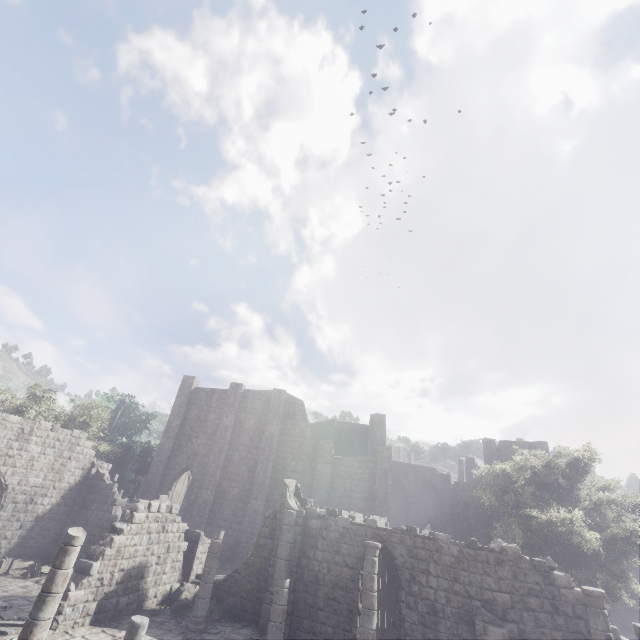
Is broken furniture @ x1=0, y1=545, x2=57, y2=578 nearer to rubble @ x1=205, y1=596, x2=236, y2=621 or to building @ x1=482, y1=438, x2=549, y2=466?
building @ x1=482, y1=438, x2=549, y2=466

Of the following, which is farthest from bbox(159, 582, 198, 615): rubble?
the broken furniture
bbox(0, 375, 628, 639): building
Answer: the broken furniture

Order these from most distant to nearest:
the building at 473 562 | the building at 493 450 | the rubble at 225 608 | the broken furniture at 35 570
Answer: the building at 493 450 → the broken furniture at 35 570 → the rubble at 225 608 → the building at 473 562

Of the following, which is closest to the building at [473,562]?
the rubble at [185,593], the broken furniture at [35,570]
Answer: the rubble at [185,593]

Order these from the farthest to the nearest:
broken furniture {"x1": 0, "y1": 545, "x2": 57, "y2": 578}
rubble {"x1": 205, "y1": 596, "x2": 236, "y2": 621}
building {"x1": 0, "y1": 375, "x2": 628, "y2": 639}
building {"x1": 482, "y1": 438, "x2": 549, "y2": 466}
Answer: building {"x1": 482, "y1": 438, "x2": 549, "y2": 466} < broken furniture {"x1": 0, "y1": 545, "x2": 57, "y2": 578} < rubble {"x1": 205, "y1": 596, "x2": 236, "y2": 621} < building {"x1": 0, "y1": 375, "x2": 628, "y2": 639}

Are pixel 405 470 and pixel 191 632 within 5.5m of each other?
no
